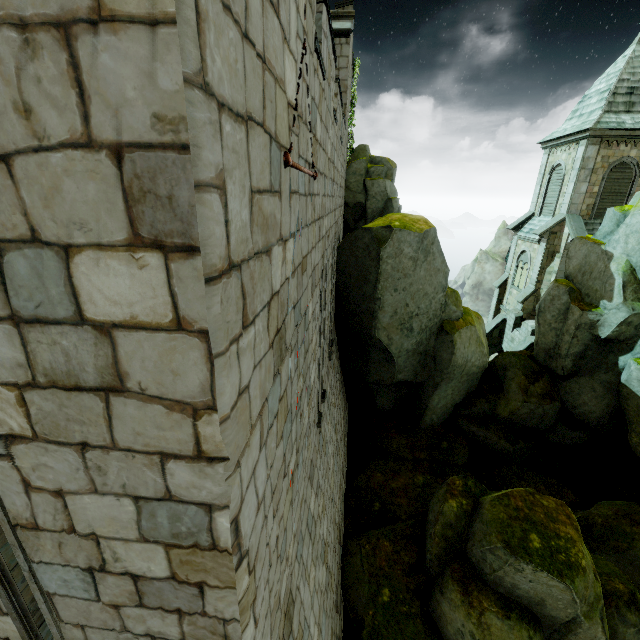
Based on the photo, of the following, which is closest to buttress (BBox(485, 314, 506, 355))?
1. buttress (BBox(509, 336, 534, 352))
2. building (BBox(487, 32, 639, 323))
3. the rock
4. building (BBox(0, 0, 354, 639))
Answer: building (BBox(487, 32, 639, 323))

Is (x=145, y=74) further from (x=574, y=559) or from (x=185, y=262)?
(x=574, y=559)

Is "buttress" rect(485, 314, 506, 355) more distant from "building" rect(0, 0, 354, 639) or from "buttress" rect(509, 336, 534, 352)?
"building" rect(0, 0, 354, 639)

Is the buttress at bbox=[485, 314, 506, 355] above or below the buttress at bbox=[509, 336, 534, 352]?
below

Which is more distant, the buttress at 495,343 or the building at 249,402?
the buttress at 495,343

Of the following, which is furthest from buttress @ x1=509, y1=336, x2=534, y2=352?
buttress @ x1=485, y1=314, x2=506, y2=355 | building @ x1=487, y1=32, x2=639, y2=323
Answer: buttress @ x1=485, y1=314, x2=506, y2=355

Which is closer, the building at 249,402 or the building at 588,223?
the building at 249,402

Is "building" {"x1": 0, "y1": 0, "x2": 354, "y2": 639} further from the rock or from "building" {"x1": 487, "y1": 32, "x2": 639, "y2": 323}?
"building" {"x1": 487, "y1": 32, "x2": 639, "y2": 323}
